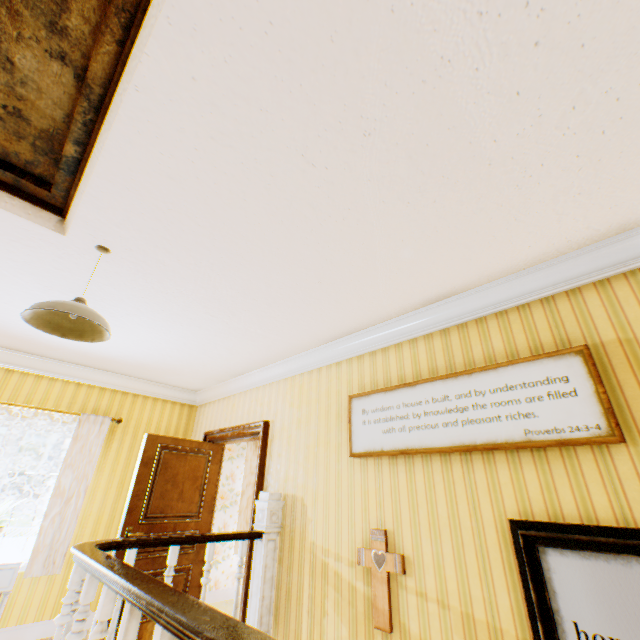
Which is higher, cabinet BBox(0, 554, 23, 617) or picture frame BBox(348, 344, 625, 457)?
picture frame BBox(348, 344, 625, 457)

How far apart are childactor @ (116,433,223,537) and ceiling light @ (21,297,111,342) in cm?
243

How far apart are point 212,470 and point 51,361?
2.8 meters

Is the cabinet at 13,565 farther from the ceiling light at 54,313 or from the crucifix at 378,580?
the crucifix at 378,580

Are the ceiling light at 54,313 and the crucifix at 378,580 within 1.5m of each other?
no

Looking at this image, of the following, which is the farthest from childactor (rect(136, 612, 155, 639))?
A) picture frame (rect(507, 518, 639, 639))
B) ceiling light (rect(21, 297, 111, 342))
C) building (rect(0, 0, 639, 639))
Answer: picture frame (rect(507, 518, 639, 639))

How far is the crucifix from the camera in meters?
2.4 m

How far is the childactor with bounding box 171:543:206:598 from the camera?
4.1 meters
